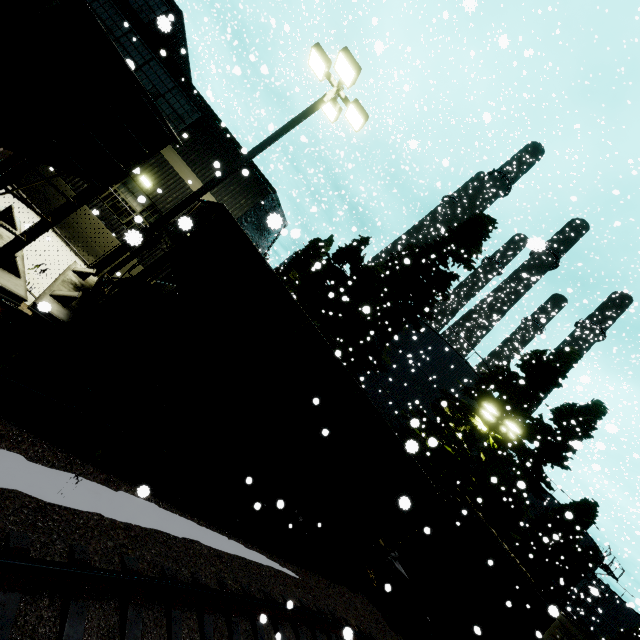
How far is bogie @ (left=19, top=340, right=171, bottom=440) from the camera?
4.9 meters

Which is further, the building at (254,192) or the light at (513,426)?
the light at (513,426)

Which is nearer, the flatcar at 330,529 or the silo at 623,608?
the flatcar at 330,529

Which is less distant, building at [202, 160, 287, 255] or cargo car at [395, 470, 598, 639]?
cargo car at [395, 470, 598, 639]

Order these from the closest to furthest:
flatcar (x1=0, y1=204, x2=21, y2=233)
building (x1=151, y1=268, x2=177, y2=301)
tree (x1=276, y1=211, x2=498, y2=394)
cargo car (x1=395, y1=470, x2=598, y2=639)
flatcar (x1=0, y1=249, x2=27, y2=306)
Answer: flatcar (x1=0, y1=249, x2=27, y2=306) → flatcar (x1=0, y1=204, x2=21, y2=233) → cargo car (x1=395, y1=470, x2=598, y2=639) → building (x1=151, y1=268, x2=177, y2=301) → tree (x1=276, y1=211, x2=498, y2=394)

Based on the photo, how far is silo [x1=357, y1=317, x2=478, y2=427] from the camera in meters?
24.0

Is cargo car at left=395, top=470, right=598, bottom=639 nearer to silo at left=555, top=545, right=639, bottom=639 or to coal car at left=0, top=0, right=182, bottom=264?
coal car at left=0, top=0, right=182, bottom=264

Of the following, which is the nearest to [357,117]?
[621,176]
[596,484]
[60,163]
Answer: [60,163]
